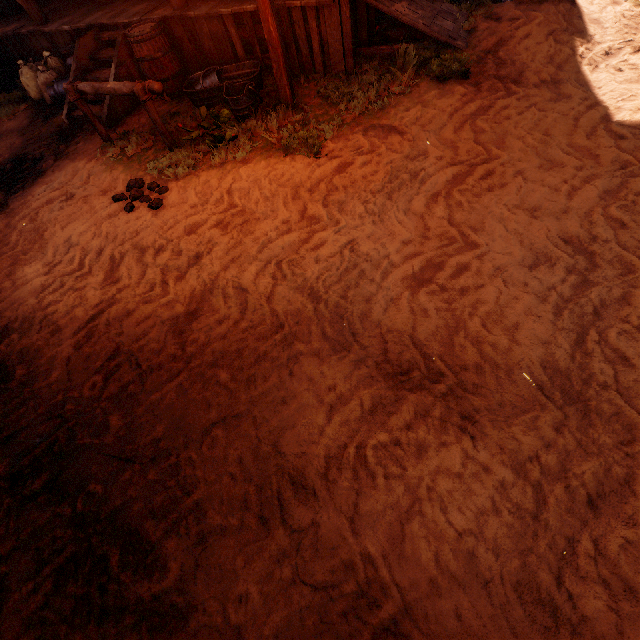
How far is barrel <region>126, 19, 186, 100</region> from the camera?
5.37m

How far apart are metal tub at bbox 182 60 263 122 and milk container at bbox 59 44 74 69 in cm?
276

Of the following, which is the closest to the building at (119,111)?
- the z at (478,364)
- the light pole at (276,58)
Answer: the z at (478,364)

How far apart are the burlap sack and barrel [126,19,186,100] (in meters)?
2.64

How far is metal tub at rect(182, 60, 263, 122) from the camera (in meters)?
4.88

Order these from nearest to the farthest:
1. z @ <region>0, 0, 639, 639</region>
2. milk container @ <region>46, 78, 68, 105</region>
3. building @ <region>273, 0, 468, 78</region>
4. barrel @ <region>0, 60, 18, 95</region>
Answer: z @ <region>0, 0, 639, 639</region>
building @ <region>273, 0, 468, 78</region>
milk container @ <region>46, 78, 68, 105</region>
barrel @ <region>0, 60, 18, 95</region>

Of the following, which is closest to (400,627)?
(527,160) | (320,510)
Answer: (320,510)

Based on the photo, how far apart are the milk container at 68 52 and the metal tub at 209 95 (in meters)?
2.76
